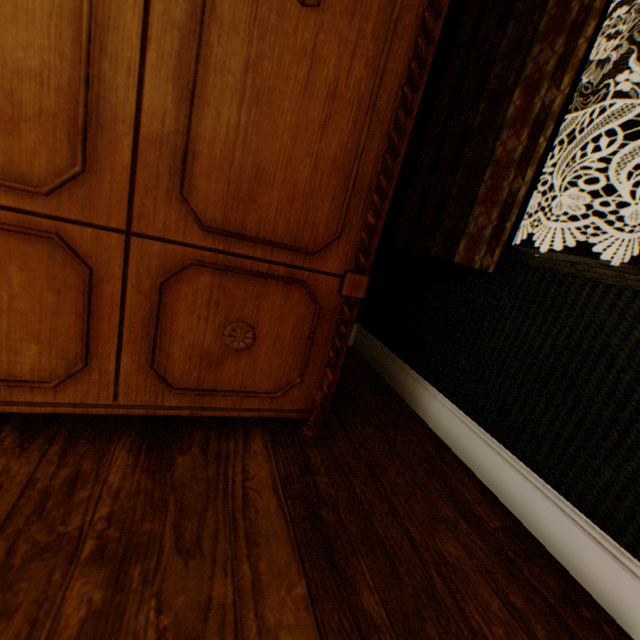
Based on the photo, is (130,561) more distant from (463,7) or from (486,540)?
(463,7)
